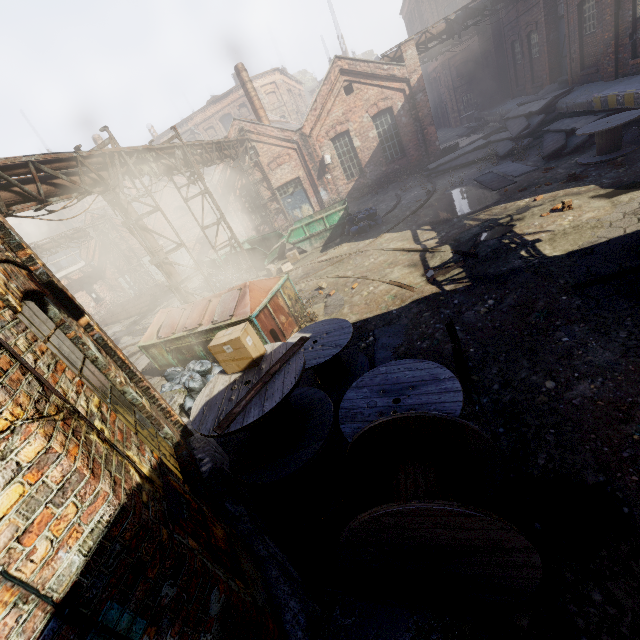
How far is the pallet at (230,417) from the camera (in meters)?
3.38

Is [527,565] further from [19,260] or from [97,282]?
[97,282]

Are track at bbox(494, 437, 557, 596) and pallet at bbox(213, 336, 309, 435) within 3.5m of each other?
yes

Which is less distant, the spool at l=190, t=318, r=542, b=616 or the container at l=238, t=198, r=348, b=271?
the spool at l=190, t=318, r=542, b=616

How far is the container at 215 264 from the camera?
18.3 meters

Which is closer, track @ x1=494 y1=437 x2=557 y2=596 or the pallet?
track @ x1=494 y1=437 x2=557 y2=596

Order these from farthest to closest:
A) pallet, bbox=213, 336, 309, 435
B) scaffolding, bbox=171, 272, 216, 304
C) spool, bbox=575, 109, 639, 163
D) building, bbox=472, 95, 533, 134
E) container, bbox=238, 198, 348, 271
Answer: building, bbox=472, 95, 533, 134, container, bbox=238, 198, 348, 271, scaffolding, bbox=171, 272, 216, 304, spool, bbox=575, 109, 639, 163, pallet, bbox=213, 336, 309, 435

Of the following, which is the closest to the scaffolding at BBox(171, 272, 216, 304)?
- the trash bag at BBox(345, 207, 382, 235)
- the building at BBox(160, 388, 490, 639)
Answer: the building at BBox(160, 388, 490, 639)
